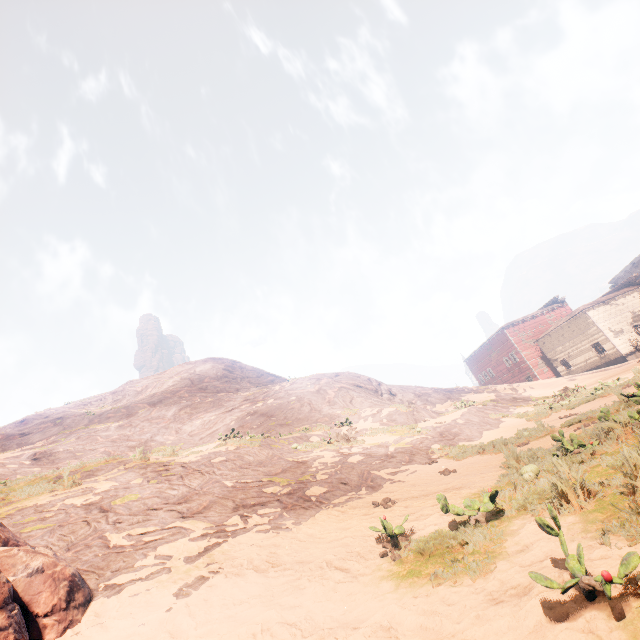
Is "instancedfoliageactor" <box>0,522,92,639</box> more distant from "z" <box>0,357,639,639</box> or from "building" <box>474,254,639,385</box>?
"building" <box>474,254,639,385</box>

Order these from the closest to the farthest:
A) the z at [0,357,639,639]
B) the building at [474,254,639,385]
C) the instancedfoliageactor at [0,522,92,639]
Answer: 1. the z at [0,357,639,639]
2. the instancedfoliageactor at [0,522,92,639]
3. the building at [474,254,639,385]

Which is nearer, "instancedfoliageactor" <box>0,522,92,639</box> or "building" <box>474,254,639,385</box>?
"instancedfoliageactor" <box>0,522,92,639</box>

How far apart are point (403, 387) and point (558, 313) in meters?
34.2

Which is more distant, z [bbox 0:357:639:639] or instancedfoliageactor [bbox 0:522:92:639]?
instancedfoliageactor [bbox 0:522:92:639]

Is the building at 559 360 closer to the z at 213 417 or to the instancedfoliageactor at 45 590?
the z at 213 417

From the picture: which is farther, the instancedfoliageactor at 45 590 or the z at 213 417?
the instancedfoliageactor at 45 590
